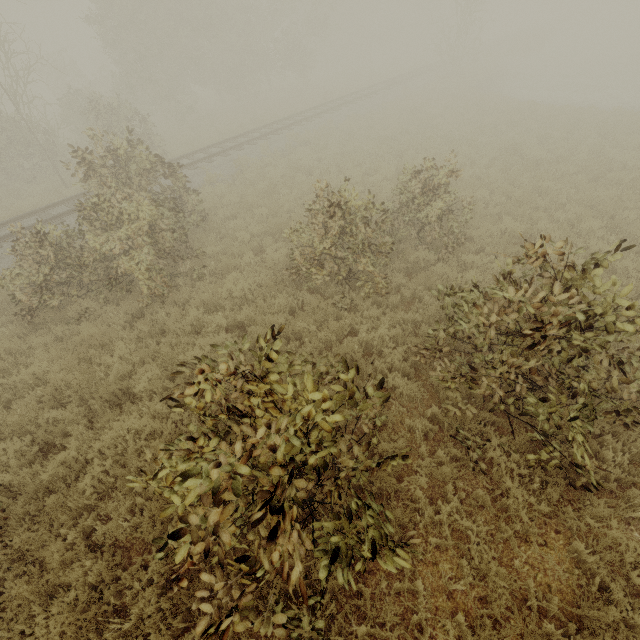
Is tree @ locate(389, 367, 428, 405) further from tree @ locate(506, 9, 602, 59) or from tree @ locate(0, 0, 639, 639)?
tree @ locate(506, 9, 602, 59)

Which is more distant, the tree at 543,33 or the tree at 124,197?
the tree at 543,33

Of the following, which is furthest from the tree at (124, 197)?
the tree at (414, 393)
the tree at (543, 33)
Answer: the tree at (543, 33)

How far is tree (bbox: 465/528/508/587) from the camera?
3.80m

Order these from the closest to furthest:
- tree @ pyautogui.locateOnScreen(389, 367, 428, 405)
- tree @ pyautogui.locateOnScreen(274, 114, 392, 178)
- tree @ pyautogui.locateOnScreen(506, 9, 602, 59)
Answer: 1. tree @ pyautogui.locateOnScreen(389, 367, 428, 405)
2. tree @ pyautogui.locateOnScreen(274, 114, 392, 178)
3. tree @ pyautogui.locateOnScreen(506, 9, 602, 59)

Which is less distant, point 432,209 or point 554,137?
point 432,209

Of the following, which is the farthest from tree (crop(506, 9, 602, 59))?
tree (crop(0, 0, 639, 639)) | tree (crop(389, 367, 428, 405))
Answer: tree (crop(389, 367, 428, 405))
